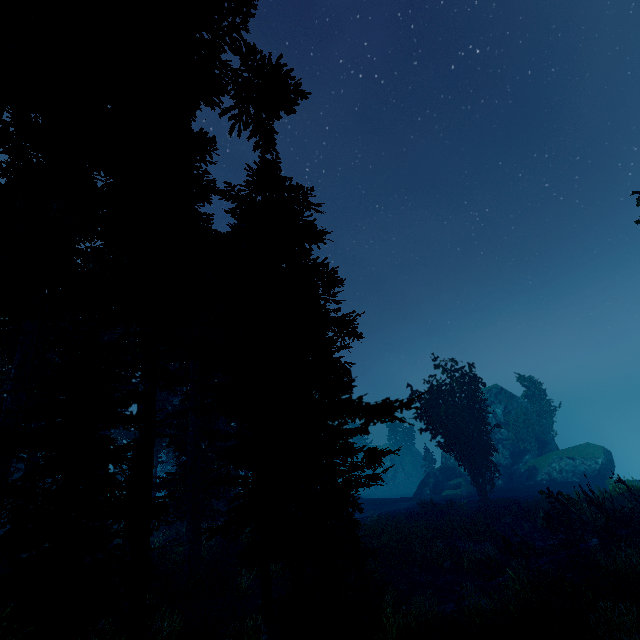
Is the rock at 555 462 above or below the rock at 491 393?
below

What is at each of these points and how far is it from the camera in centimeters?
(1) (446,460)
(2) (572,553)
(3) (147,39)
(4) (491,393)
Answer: (1) rock, 4838cm
(2) tree, 1530cm
(3) instancedfoliageactor, 340cm
(4) rock, 4803cm

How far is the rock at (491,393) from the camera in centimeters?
4597cm

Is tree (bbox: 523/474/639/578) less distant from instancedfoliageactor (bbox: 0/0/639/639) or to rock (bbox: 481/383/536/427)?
instancedfoliageactor (bbox: 0/0/639/639)

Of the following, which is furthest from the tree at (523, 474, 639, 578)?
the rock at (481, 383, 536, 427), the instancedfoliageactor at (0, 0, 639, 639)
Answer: the rock at (481, 383, 536, 427)

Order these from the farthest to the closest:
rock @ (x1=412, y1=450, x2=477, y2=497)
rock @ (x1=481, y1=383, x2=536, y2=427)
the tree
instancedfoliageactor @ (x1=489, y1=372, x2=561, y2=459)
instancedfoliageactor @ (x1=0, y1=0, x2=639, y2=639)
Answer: rock @ (x1=481, y1=383, x2=536, y2=427)
instancedfoliageactor @ (x1=489, y1=372, x2=561, y2=459)
rock @ (x1=412, y1=450, x2=477, y2=497)
the tree
instancedfoliageactor @ (x1=0, y1=0, x2=639, y2=639)
